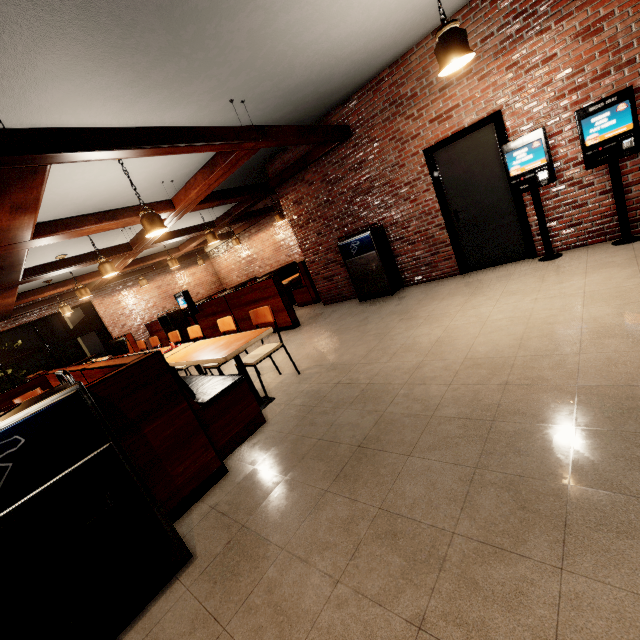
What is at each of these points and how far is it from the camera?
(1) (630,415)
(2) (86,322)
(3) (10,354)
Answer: (1) building, 1.72m
(2) umbrella, 11.70m
(3) umbrella, 10.08m

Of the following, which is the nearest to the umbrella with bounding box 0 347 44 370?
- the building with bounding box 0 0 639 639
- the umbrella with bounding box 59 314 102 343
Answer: the building with bounding box 0 0 639 639

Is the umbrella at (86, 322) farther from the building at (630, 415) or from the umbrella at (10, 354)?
the umbrella at (10, 354)

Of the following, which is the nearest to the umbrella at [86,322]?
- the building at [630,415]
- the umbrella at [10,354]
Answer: the building at [630,415]

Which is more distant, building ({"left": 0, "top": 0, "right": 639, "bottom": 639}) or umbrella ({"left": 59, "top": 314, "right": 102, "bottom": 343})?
umbrella ({"left": 59, "top": 314, "right": 102, "bottom": 343})

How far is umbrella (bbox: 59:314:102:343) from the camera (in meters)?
11.29

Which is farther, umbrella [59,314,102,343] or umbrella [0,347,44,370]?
A: umbrella [59,314,102,343]

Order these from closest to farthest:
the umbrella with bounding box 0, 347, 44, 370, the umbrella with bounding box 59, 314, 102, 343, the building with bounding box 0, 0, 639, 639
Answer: the building with bounding box 0, 0, 639, 639 → the umbrella with bounding box 0, 347, 44, 370 → the umbrella with bounding box 59, 314, 102, 343
